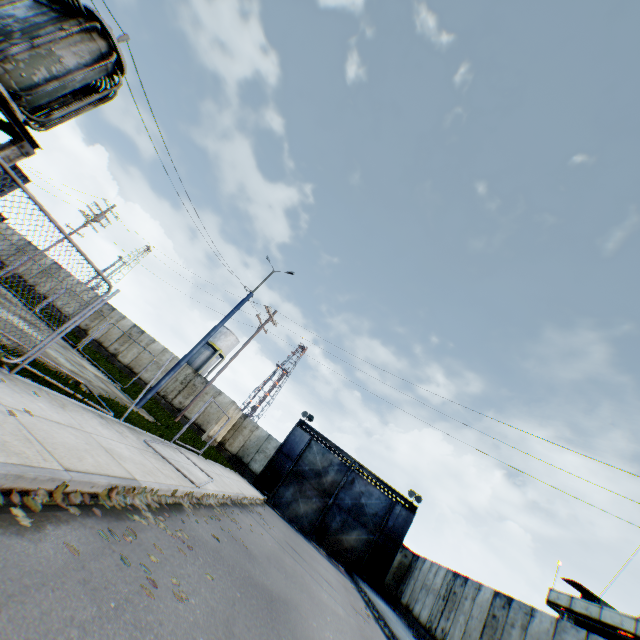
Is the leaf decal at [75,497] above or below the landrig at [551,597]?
below

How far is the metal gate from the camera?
22.5 meters

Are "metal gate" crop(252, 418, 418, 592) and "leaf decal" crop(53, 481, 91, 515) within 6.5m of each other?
no

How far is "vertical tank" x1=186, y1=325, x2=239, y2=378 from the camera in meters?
44.2 m

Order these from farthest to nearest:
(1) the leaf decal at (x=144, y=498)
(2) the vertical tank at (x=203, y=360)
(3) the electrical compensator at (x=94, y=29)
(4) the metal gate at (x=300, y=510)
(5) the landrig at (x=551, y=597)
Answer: (2) the vertical tank at (x=203, y=360)
(4) the metal gate at (x=300, y=510)
(5) the landrig at (x=551, y=597)
(3) the electrical compensator at (x=94, y=29)
(1) the leaf decal at (x=144, y=498)

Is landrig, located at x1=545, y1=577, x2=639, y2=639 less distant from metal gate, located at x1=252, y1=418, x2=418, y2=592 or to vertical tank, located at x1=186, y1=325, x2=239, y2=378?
metal gate, located at x1=252, y1=418, x2=418, y2=592

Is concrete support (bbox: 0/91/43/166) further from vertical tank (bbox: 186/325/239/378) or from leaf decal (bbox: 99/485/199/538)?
vertical tank (bbox: 186/325/239/378)

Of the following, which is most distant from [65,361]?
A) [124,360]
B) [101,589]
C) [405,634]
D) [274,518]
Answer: [405,634]
